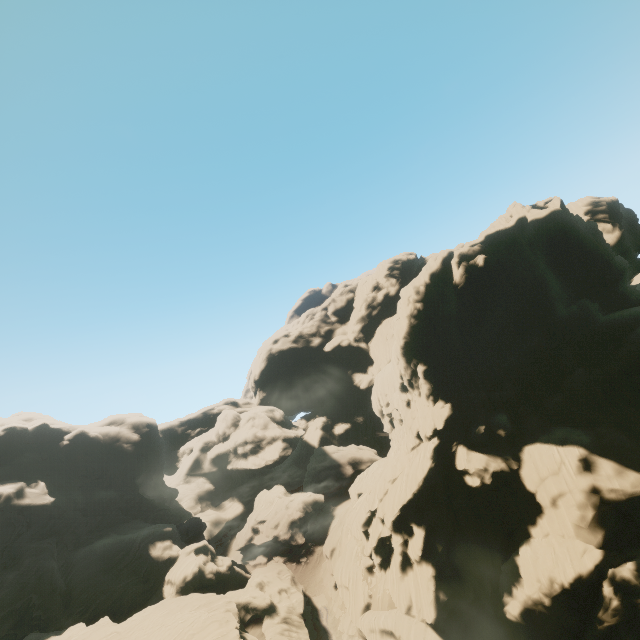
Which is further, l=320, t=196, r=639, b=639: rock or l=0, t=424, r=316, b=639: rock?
l=0, t=424, r=316, b=639: rock

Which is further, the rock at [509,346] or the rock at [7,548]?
the rock at [7,548]

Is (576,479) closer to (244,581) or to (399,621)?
(399,621)
